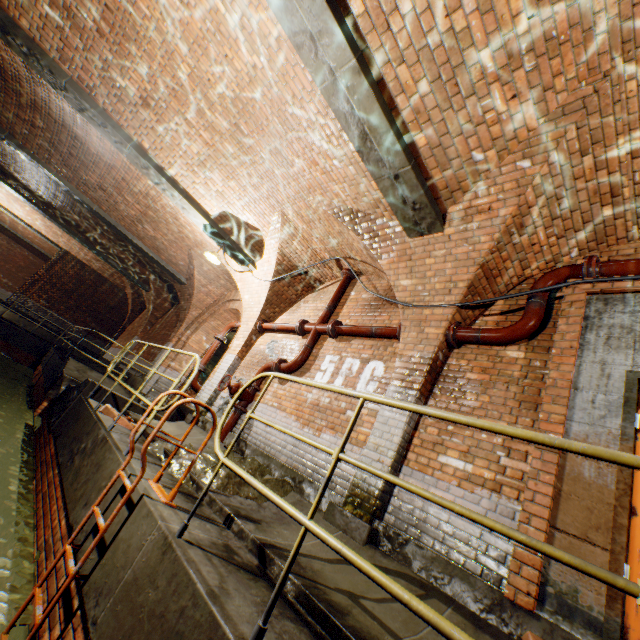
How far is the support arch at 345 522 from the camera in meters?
3.4

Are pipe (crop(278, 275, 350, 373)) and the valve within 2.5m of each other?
yes

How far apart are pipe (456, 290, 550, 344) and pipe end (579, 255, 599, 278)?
0.02m

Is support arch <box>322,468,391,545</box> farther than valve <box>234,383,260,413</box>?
No

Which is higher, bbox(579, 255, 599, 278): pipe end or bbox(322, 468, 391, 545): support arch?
bbox(579, 255, 599, 278): pipe end

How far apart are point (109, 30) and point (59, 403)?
6.7m

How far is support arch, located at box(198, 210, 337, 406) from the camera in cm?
709

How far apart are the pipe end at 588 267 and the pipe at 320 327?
3.85m
